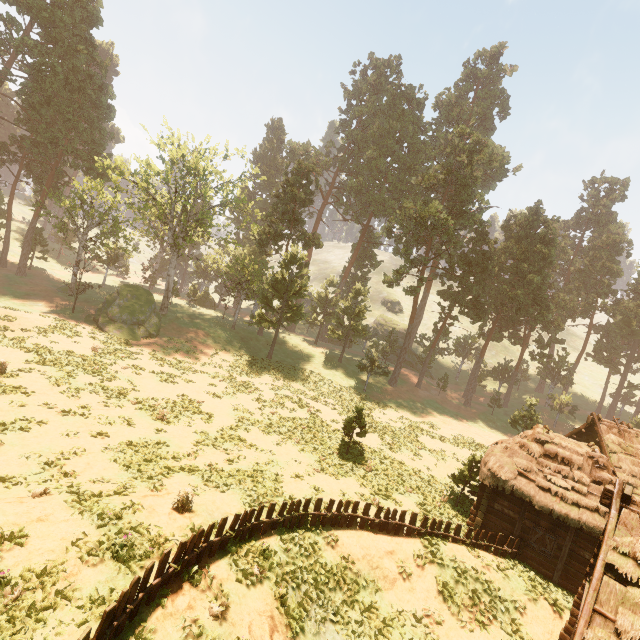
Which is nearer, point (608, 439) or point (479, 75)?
point (608, 439)

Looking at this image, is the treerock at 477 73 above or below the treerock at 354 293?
above

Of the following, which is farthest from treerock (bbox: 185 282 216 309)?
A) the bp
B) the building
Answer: the bp

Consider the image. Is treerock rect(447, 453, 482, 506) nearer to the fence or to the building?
the building

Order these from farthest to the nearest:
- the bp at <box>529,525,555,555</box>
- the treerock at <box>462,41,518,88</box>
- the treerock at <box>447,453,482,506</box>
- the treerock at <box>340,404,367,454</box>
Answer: the treerock at <box>462,41,518,88</box>
the treerock at <box>340,404,367,454</box>
the treerock at <box>447,453,482,506</box>
the bp at <box>529,525,555,555</box>

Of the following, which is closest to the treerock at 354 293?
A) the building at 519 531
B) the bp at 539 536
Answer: the building at 519 531

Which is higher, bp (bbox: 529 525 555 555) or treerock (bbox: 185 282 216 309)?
treerock (bbox: 185 282 216 309)

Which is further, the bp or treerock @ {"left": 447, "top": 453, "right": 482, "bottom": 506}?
treerock @ {"left": 447, "top": 453, "right": 482, "bottom": 506}
